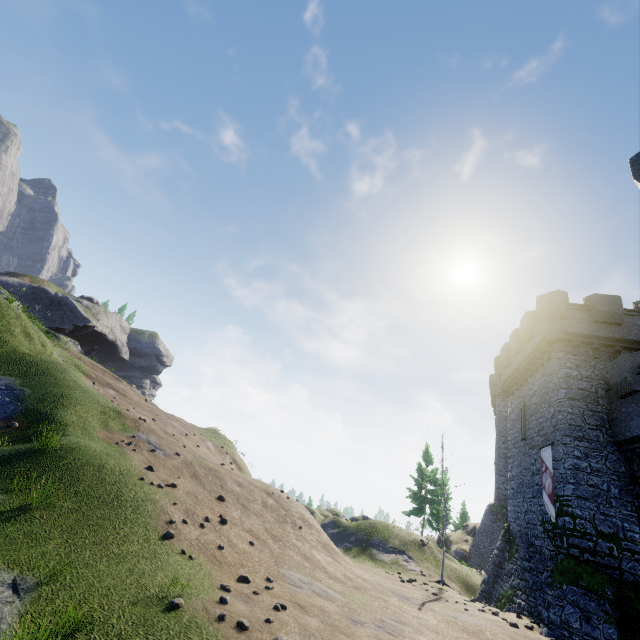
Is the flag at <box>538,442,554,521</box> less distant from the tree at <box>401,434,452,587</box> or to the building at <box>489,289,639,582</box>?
the building at <box>489,289,639,582</box>

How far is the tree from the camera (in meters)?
20.86

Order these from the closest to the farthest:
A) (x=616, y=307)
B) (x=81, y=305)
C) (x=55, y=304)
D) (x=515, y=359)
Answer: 1. (x=616, y=307)
2. (x=515, y=359)
3. (x=55, y=304)
4. (x=81, y=305)

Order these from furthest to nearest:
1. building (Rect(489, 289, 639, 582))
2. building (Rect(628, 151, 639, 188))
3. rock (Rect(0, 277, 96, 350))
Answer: rock (Rect(0, 277, 96, 350)), building (Rect(489, 289, 639, 582)), building (Rect(628, 151, 639, 188))

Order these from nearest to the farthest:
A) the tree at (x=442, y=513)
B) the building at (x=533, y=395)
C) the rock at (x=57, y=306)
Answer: the building at (x=533, y=395) < the tree at (x=442, y=513) < the rock at (x=57, y=306)

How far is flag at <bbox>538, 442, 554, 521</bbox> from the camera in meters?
16.9 m

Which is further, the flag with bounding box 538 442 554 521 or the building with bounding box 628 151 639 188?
the flag with bounding box 538 442 554 521

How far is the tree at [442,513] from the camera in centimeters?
2086cm
